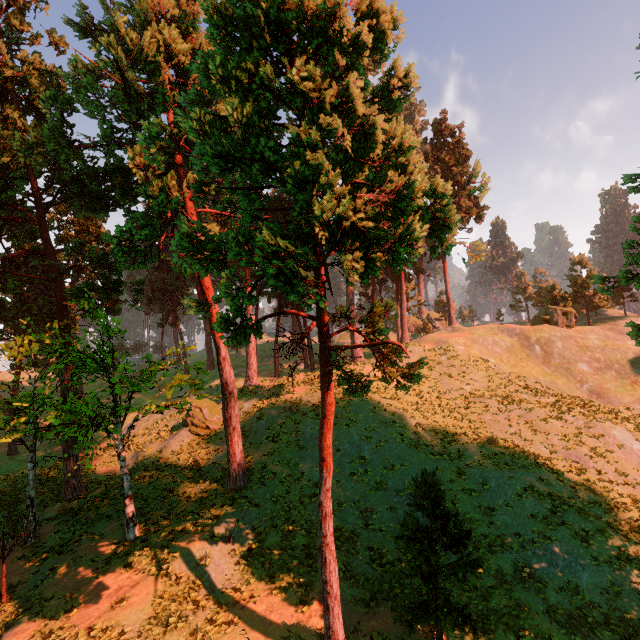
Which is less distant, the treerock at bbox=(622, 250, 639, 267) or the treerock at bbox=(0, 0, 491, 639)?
the treerock at bbox=(0, 0, 491, 639)

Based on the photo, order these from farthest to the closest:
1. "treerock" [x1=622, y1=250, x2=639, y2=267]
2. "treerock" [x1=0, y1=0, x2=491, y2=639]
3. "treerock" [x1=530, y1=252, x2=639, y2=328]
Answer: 1. "treerock" [x1=530, y1=252, x2=639, y2=328]
2. "treerock" [x1=622, y1=250, x2=639, y2=267]
3. "treerock" [x1=0, y1=0, x2=491, y2=639]

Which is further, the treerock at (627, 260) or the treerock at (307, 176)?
the treerock at (627, 260)

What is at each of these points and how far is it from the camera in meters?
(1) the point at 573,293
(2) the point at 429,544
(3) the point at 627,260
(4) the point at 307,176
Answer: (1) treerock, 47.8 m
(2) treerock, 11.9 m
(3) treerock, 10.8 m
(4) treerock, 7.3 m

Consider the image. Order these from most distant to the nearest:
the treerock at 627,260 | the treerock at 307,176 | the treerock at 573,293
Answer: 1. the treerock at 573,293
2. the treerock at 627,260
3. the treerock at 307,176
